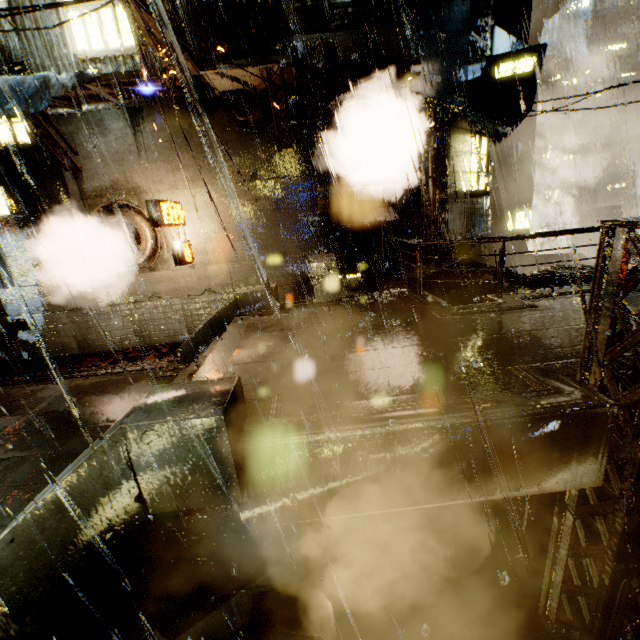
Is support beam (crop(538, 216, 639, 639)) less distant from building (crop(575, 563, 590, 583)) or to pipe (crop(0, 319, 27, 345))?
building (crop(575, 563, 590, 583))

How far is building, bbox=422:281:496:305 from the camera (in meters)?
10.10

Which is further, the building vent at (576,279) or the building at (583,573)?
the building vent at (576,279)

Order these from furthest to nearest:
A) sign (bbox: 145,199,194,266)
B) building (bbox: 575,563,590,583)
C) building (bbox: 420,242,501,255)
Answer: building (bbox: 420,242,501,255)
sign (bbox: 145,199,194,266)
building (bbox: 575,563,590,583)

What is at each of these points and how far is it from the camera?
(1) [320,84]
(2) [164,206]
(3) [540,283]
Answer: (1) building, 10.89m
(2) sign, 10.18m
(3) building, 10.42m

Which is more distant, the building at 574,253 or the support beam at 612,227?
the building at 574,253
